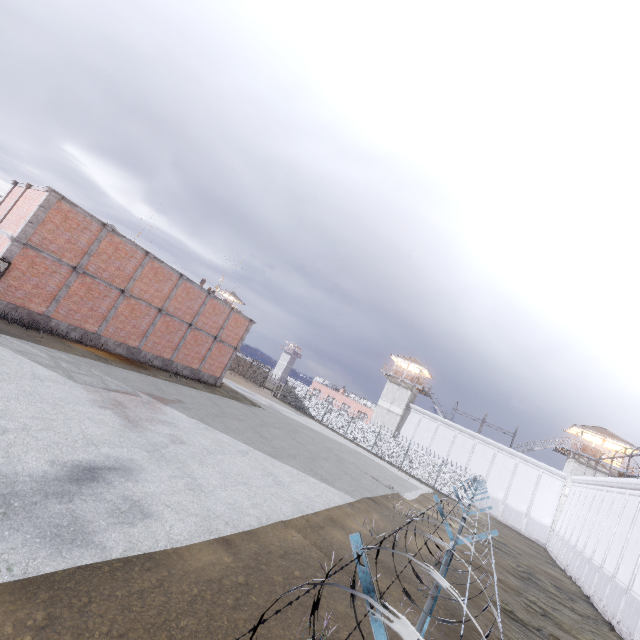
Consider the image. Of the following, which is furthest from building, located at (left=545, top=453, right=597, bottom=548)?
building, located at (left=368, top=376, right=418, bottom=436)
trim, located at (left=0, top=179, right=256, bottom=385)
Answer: trim, located at (left=0, top=179, right=256, bottom=385)

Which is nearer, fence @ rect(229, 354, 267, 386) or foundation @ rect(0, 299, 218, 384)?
foundation @ rect(0, 299, 218, 384)

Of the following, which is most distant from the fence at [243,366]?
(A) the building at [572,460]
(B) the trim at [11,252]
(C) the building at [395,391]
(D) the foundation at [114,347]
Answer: (D) the foundation at [114,347]

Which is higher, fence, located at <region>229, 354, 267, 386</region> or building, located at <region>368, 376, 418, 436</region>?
building, located at <region>368, 376, 418, 436</region>

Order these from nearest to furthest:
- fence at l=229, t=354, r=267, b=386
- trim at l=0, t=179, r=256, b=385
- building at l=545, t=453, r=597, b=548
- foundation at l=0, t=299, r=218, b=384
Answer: trim at l=0, t=179, r=256, b=385, foundation at l=0, t=299, r=218, b=384, building at l=545, t=453, r=597, b=548, fence at l=229, t=354, r=267, b=386

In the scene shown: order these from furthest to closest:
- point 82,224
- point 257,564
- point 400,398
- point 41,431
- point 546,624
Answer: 1. point 400,398
2. point 82,224
3. point 546,624
4. point 41,431
5. point 257,564

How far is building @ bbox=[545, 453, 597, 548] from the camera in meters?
36.2 m

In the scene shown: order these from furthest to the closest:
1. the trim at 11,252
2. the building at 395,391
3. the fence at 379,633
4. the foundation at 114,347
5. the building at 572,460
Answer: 1. the building at 395,391
2. the building at 572,460
3. the foundation at 114,347
4. the trim at 11,252
5. the fence at 379,633
